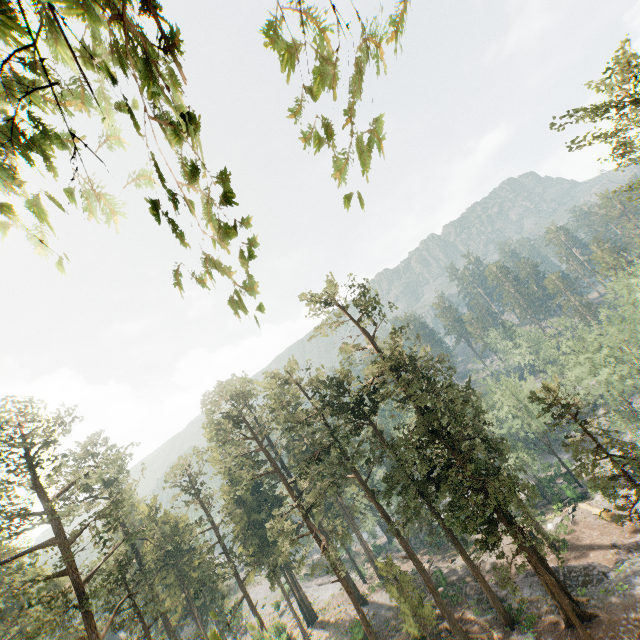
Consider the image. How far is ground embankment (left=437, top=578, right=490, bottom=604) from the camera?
33.62m

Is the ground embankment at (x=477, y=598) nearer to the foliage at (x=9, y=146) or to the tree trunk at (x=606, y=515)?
the foliage at (x=9, y=146)

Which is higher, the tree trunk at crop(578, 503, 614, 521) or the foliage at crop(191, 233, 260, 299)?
the foliage at crop(191, 233, 260, 299)

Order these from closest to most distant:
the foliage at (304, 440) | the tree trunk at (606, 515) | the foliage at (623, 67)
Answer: the foliage at (623, 67), the foliage at (304, 440), the tree trunk at (606, 515)

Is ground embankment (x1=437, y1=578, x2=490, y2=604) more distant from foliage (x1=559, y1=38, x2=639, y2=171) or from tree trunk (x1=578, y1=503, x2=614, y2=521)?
tree trunk (x1=578, y1=503, x2=614, y2=521)

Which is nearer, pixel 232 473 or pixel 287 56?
pixel 287 56

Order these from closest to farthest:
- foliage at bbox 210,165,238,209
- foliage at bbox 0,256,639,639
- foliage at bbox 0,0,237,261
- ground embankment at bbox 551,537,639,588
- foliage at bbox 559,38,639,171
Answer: foliage at bbox 0,0,237,261, foliage at bbox 210,165,238,209, foliage at bbox 559,38,639,171, foliage at bbox 0,256,639,639, ground embankment at bbox 551,537,639,588

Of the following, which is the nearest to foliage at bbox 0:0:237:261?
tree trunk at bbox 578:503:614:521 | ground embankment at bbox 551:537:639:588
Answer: ground embankment at bbox 551:537:639:588
